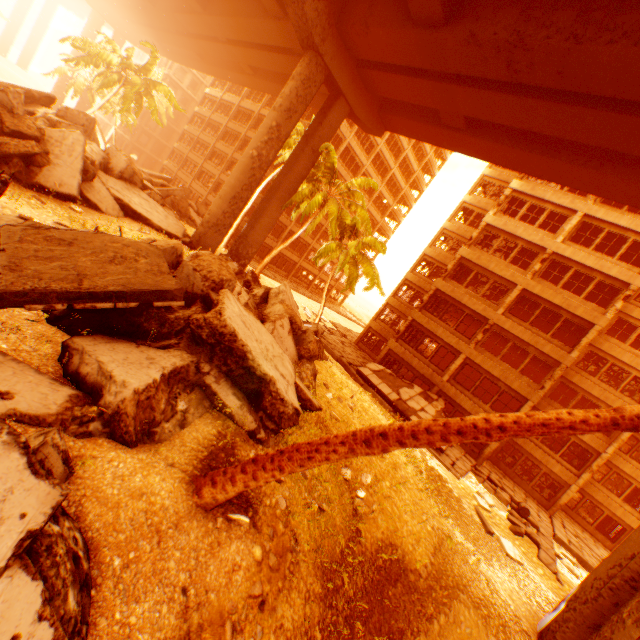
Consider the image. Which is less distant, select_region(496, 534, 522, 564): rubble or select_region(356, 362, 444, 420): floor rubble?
select_region(496, 534, 522, 564): rubble

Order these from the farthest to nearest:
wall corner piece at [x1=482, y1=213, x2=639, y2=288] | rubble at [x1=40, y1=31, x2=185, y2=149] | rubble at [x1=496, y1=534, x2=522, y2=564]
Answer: rubble at [x1=40, y1=31, x2=185, y2=149] < wall corner piece at [x1=482, y1=213, x2=639, y2=288] < rubble at [x1=496, y1=534, x2=522, y2=564]

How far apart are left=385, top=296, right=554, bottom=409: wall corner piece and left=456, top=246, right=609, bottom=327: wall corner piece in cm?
506

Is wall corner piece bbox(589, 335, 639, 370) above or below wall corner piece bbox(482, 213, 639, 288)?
below

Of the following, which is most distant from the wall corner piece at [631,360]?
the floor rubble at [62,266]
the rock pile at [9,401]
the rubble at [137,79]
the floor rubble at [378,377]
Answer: the floor rubble at [62,266]

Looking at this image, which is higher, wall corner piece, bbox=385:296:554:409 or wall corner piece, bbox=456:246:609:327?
wall corner piece, bbox=456:246:609:327

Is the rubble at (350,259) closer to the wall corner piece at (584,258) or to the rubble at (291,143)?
the rubble at (291,143)

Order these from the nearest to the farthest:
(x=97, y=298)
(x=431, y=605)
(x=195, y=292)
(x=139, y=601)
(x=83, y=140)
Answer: (x=139, y=601) → (x=97, y=298) → (x=195, y=292) → (x=431, y=605) → (x=83, y=140)
